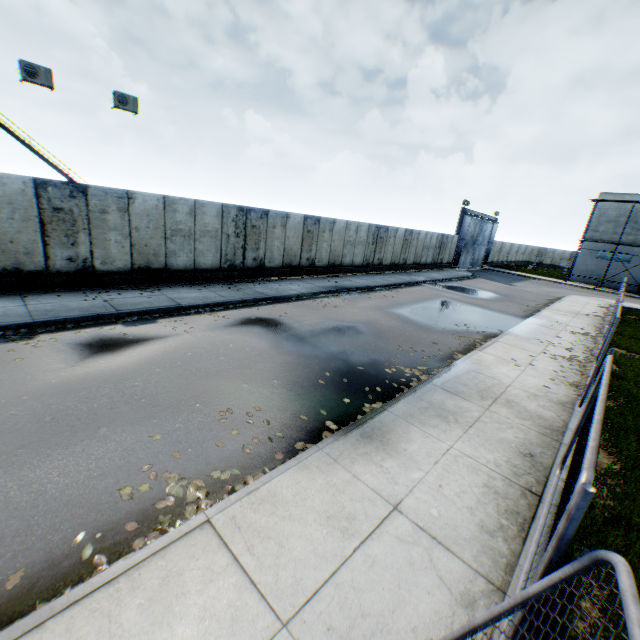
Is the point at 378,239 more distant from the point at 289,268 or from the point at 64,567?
the point at 64,567

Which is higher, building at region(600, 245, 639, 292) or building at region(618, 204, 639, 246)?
building at region(618, 204, 639, 246)

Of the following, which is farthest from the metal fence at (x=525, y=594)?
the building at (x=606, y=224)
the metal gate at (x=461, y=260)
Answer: the building at (x=606, y=224)

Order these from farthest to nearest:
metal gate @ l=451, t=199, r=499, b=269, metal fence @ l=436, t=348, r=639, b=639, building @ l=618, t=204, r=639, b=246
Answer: building @ l=618, t=204, r=639, b=246 < metal gate @ l=451, t=199, r=499, b=269 < metal fence @ l=436, t=348, r=639, b=639

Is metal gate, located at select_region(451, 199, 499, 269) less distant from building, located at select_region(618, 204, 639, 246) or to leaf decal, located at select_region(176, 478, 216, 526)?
building, located at select_region(618, 204, 639, 246)

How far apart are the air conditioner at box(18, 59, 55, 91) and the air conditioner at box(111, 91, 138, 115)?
1.8m

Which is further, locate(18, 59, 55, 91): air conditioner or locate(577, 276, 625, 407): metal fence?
locate(18, 59, 55, 91): air conditioner

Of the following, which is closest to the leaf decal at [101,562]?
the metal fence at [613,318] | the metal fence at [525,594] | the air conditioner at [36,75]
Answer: the metal fence at [525,594]
